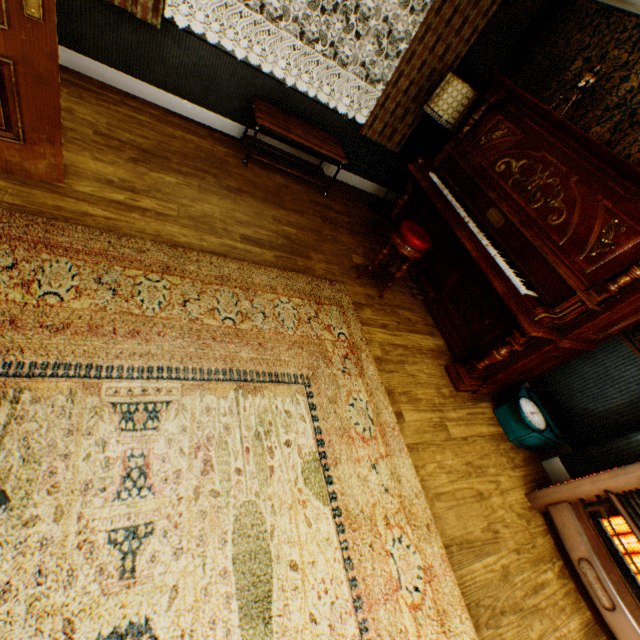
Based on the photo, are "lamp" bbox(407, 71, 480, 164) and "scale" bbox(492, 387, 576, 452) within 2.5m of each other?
no

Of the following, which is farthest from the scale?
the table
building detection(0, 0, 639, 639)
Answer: the table

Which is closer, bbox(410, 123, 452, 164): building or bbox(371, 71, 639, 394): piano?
bbox(371, 71, 639, 394): piano

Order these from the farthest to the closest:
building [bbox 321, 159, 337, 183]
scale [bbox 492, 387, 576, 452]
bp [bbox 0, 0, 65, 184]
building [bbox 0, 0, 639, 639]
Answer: building [bbox 321, 159, 337, 183] → scale [bbox 492, 387, 576, 452] → building [bbox 0, 0, 639, 639] → bp [bbox 0, 0, 65, 184]

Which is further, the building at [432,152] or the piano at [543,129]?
the building at [432,152]

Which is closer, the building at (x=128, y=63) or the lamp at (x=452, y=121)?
the building at (x=128, y=63)

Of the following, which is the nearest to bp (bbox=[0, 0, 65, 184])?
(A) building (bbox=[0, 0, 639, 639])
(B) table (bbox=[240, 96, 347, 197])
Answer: (A) building (bbox=[0, 0, 639, 639])

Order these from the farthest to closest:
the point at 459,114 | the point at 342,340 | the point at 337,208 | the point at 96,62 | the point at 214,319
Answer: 1. the point at 337,208
2. the point at 459,114
3. the point at 96,62
4. the point at 342,340
5. the point at 214,319
